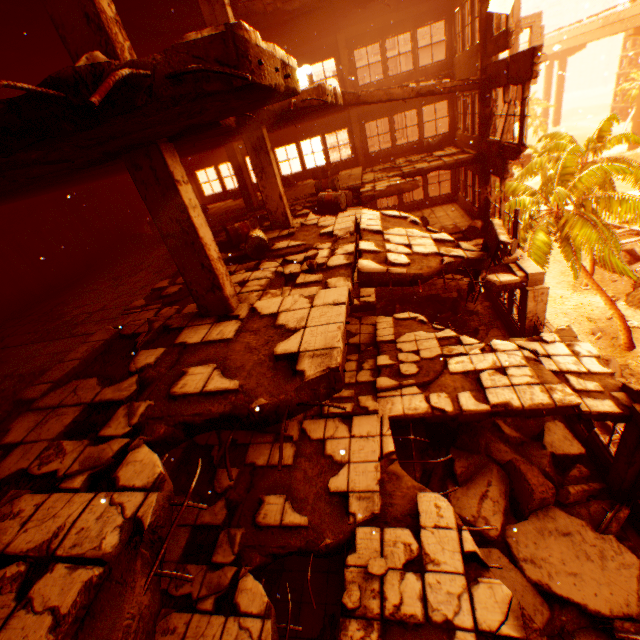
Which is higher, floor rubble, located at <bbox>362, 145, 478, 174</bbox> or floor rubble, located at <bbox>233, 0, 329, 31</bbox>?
floor rubble, located at <bbox>233, 0, 329, 31</bbox>

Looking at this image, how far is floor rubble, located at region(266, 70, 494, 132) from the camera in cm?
943

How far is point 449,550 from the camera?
4.5 meters

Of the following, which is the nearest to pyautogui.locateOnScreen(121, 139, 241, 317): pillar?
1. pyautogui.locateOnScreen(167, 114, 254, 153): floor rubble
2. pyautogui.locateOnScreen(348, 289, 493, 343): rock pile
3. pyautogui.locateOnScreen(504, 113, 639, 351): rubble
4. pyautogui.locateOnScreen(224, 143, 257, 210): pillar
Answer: pyautogui.locateOnScreen(167, 114, 254, 153): floor rubble

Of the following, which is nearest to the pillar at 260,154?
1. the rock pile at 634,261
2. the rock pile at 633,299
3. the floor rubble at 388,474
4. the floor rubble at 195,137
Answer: the floor rubble at 195,137

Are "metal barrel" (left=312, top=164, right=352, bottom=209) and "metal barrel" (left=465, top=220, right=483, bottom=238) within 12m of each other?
yes

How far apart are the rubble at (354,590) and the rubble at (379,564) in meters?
0.2 m

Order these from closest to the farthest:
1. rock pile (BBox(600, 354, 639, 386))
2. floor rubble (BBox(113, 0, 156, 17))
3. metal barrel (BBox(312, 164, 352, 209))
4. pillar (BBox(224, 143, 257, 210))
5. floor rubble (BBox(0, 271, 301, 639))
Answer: floor rubble (BBox(0, 271, 301, 639))
floor rubble (BBox(113, 0, 156, 17))
metal barrel (BBox(312, 164, 352, 209))
pillar (BBox(224, 143, 257, 210))
rock pile (BBox(600, 354, 639, 386))
